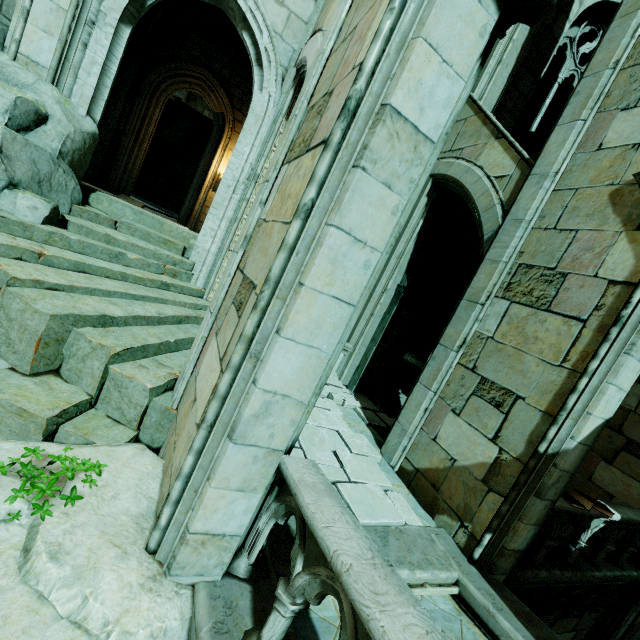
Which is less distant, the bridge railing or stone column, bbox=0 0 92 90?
the bridge railing

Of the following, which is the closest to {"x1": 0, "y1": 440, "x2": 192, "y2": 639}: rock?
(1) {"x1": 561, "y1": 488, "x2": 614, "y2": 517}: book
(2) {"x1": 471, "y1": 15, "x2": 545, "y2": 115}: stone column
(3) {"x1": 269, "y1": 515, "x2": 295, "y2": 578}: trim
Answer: (3) {"x1": 269, "y1": 515, "x2": 295, "y2": 578}: trim

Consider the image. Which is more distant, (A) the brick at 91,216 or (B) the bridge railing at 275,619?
(A) the brick at 91,216

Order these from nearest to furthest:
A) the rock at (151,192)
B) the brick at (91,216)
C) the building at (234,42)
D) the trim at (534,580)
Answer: the trim at (534,580) < the brick at (91,216) < the building at (234,42) < the rock at (151,192)

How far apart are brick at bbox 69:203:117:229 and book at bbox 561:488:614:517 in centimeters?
828cm

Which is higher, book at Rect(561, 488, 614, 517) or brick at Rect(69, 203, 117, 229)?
brick at Rect(69, 203, 117, 229)

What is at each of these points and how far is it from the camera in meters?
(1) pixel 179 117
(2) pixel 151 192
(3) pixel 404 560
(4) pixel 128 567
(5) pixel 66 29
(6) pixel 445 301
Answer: (1) rock, 19.7 m
(2) rock, 21.9 m
(3) trim, 4.0 m
(4) rock, 2.4 m
(5) stone column, 5.3 m
(6) building, 14.5 m

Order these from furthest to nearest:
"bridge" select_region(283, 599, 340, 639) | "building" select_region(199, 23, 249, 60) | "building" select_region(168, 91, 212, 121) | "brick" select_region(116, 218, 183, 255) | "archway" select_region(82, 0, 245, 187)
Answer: "building" select_region(168, 91, 212, 121), "building" select_region(199, 23, 249, 60), "archway" select_region(82, 0, 245, 187), "brick" select_region(116, 218, 183, 255), "bridge" select_region(283, 599, 340, 639)
